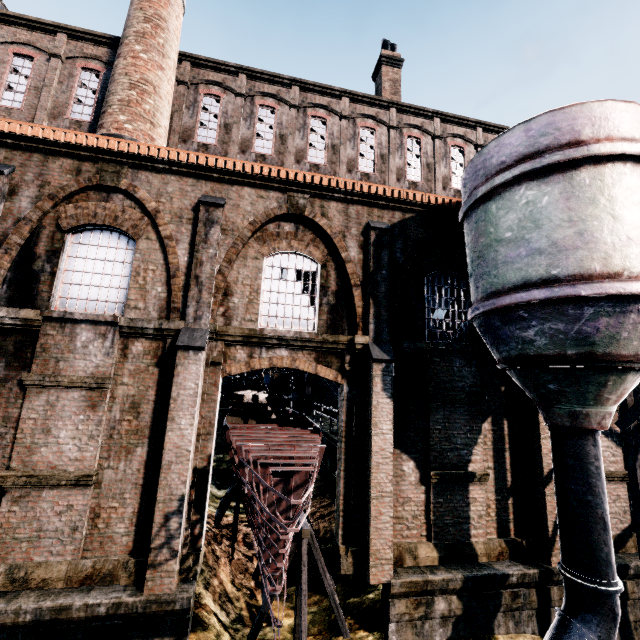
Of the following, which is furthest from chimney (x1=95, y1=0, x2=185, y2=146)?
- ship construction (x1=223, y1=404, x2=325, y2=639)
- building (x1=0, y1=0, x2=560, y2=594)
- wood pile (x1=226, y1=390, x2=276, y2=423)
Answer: ship construction (x1=223, y1=404, x2=325, y2=639)

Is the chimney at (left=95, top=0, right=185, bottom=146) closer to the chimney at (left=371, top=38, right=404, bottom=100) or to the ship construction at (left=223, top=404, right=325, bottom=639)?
the ship construction at (left=223, top=404, right=325, bottom=639)

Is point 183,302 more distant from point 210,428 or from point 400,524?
point 400,524

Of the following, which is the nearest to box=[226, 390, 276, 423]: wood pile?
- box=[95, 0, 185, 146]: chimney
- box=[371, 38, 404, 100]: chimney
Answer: box=[95, 0, 185, 146]: chimney

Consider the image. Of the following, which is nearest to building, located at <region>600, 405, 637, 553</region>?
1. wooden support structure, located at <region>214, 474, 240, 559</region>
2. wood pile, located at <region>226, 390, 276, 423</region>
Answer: wooden support structure, located at <region>214, 474, 240, 559</region>

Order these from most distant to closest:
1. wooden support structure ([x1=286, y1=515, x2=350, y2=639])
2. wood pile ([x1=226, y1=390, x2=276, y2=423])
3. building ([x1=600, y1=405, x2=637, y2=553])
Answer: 1. wood pile ([x1=226, y1=390, x2=276, y2=423])
2. building ([x1=600, y1=405, x2=637, y2=553])
3. wooden support structure ([x1=286, y1=515, x2=350, y2=639])

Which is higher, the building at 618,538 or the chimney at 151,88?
the chimney at 151,88

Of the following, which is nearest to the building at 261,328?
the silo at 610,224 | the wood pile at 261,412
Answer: the silo at 610,224
